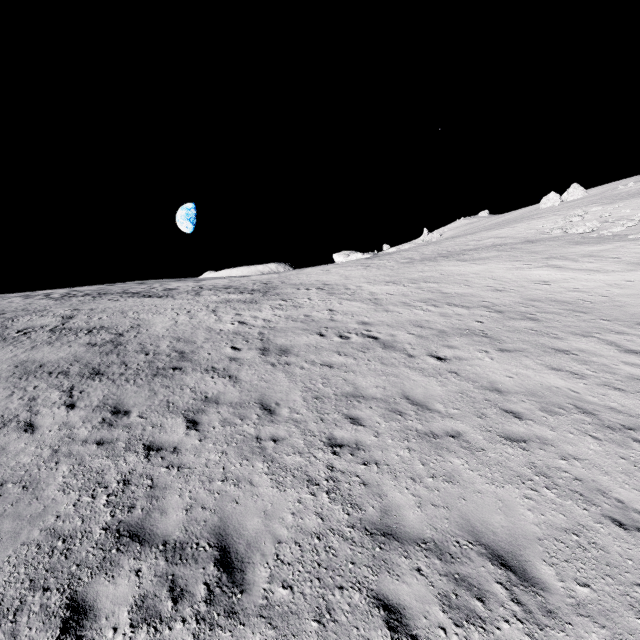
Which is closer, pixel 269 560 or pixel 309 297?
pixel 269 560

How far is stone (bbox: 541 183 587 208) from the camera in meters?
55.7 m

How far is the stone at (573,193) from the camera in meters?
55.7
